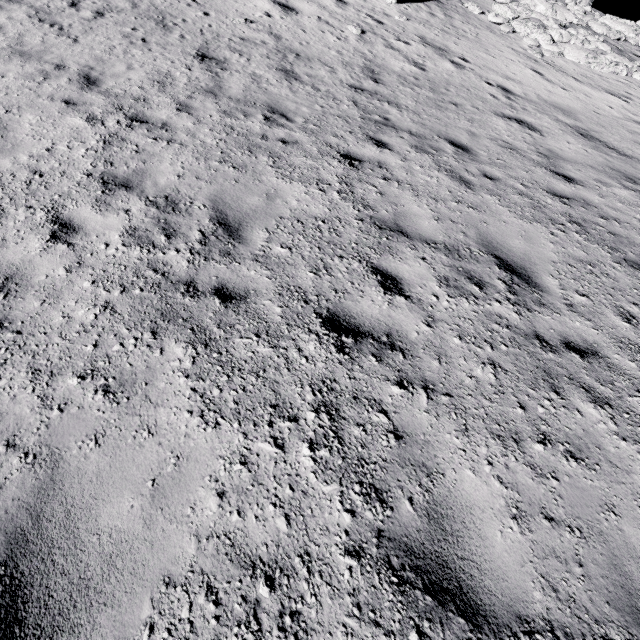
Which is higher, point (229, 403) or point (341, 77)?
point (341, 77)
